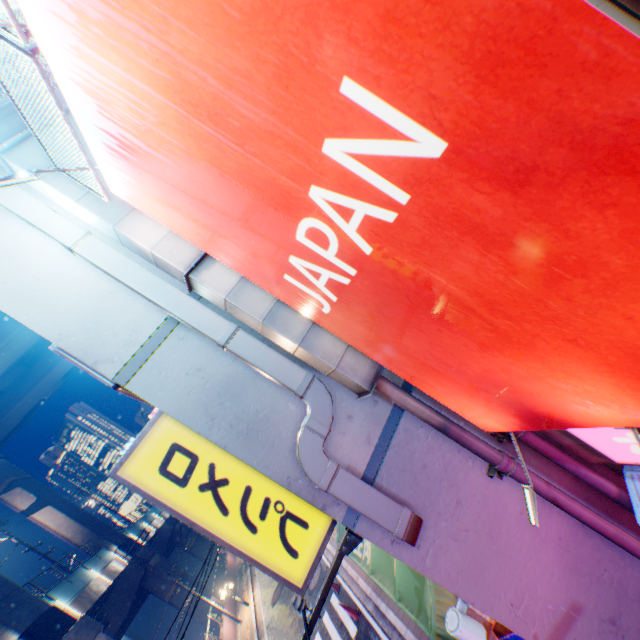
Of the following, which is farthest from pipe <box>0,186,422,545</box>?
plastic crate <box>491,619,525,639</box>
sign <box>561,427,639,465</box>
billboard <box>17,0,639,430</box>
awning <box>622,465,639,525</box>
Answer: plastic crate <box>491,619,525,639</box>

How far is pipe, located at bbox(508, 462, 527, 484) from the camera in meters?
3.9 m

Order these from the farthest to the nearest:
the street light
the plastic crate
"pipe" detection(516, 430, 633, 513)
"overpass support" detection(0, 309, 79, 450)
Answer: "overpass support" detection(0, 309, 79, 450), the plastic crate, "pipe" detection(516, 430, 633, 513), the street light

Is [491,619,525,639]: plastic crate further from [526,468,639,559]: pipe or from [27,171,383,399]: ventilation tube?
[27,171,383,399]: ventilation tube

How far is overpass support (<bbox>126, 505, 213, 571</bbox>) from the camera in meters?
29.4

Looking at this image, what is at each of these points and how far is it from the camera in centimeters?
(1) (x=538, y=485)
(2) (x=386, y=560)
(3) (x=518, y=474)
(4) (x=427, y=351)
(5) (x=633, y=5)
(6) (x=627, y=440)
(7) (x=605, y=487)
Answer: (1) pipe, 392cm
(2) awning, 671cm
(3) pipe, 391cm
(4) billboard, 287cm
(5) sign frame, 90cm
(6) sign, 354cm
(7) pipe, 414cm

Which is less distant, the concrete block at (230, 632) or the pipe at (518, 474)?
the pipe at (518, 474)

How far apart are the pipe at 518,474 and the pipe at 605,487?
0.3 meters
